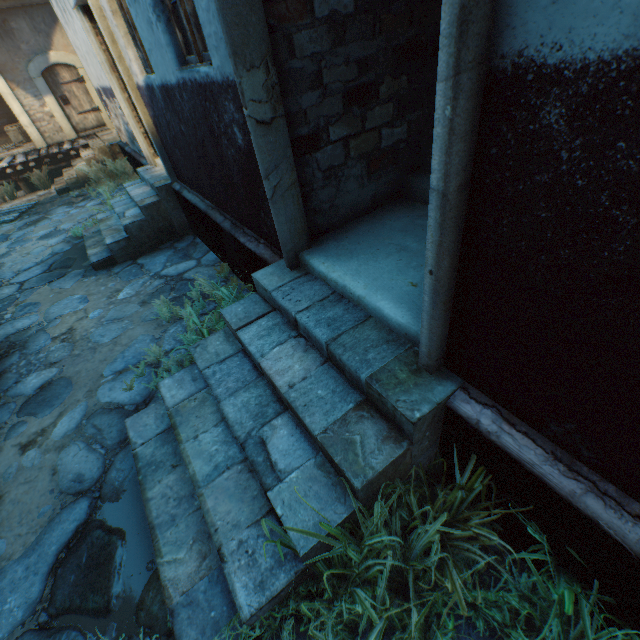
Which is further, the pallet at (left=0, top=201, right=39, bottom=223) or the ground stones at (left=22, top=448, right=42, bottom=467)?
the pallet at (left=0, top=201, right=39, bottom=223)

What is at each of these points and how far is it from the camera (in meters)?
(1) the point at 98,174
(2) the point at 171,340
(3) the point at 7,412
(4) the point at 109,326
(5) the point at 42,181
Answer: (1) plants, 10.20
(2) ground stones, 4.00
(3) ground stones, 3.53
(4) ground stones, 4.42
(5) plants, 10.98

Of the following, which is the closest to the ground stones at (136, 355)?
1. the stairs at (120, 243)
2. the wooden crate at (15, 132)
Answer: the stairs at (120, 243)

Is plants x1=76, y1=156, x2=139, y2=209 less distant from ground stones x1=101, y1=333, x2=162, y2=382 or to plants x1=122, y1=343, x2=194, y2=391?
ground stones x1=101, y1=333, x2=162, y2=382

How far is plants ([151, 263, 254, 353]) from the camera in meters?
3.4

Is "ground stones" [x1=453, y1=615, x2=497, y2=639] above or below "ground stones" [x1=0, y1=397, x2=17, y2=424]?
below

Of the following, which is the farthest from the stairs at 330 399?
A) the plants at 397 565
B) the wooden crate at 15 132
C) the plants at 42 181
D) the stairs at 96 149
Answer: the wooden crate at 15 132
